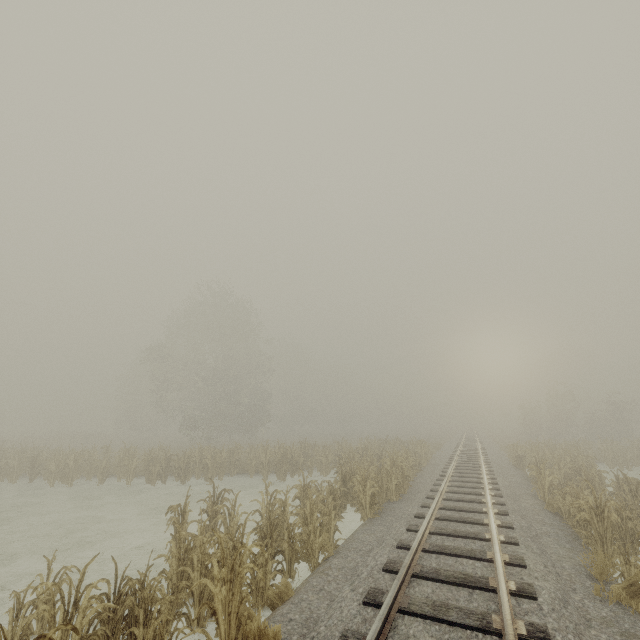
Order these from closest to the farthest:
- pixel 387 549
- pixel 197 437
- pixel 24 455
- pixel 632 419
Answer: pixel 387 549, pixel 24 455, pixel 632 419, pixel 197 437
